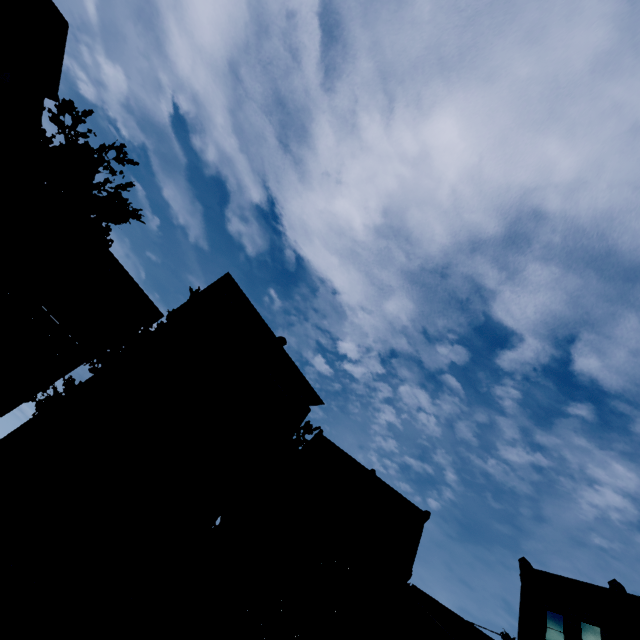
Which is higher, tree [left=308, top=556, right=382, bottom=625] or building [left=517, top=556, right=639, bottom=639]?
building [left=517, top=556, right=639, bottom=639]

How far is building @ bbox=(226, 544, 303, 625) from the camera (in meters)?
16.98

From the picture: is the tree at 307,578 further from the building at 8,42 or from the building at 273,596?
the building at 8,42

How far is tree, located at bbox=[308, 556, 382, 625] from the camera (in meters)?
16.20

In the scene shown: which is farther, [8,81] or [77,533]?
[8,81]

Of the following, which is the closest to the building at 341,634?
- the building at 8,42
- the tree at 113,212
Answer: the tree at 113,212

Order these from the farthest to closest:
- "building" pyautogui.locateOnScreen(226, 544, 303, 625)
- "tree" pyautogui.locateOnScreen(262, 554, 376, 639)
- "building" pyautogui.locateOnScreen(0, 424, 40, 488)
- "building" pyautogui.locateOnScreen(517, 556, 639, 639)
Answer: "building" pyautogui.locateOnScreen(517, 556, 639, 639) < "building" pyautogui.locateOnScreen(226, 544, 303, 625) < "tree" pyautogui.locateOnScreen(262, 554, 376, 639) < "building" pyautogui.locateOnScreen(0, 424, 40, 488)
